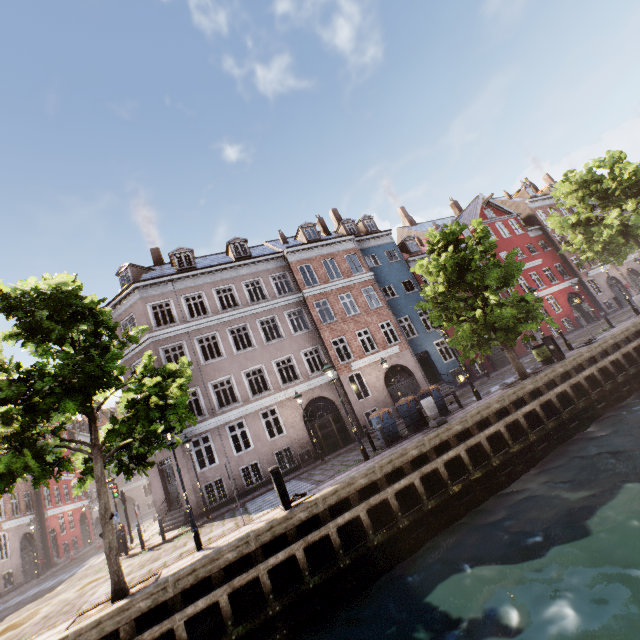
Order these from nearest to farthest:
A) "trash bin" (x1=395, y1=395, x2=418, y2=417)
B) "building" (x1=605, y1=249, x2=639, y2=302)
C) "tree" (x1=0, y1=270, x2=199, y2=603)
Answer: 1. "tree" (x1=0, y1=270, x2=199, y2=603)
2. "trash bin" (x1=395, y1=395, x2=418, y2=417)
3. "building" (x1=605, y1=249, x2=639, y2=302)

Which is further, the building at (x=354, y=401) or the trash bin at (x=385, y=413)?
the building at (x=354, y=401)

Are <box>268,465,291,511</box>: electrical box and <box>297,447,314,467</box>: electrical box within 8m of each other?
no

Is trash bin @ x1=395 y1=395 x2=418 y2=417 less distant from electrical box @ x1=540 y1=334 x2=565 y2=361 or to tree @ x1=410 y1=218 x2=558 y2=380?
tree @ x1=410 y1=218 x2=558 y2=380

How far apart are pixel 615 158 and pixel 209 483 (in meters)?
37.61

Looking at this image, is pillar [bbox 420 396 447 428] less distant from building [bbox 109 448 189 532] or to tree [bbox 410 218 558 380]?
tree [bbox 410 218 558 380]

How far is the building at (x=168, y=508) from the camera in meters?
16.8

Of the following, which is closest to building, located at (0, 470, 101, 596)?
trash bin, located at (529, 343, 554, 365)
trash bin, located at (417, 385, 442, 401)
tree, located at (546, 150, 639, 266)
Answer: tree, located at (546, 150, 639, 266)
